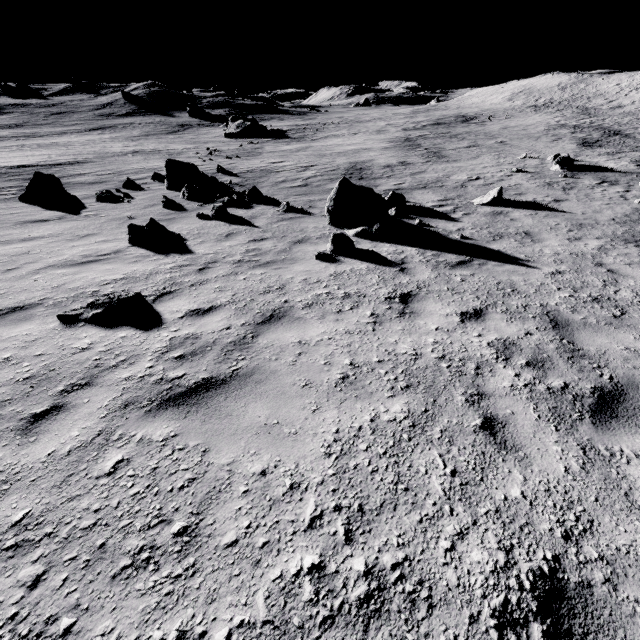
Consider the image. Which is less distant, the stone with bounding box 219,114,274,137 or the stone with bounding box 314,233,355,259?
the stone with bounding box 314,233,355,259

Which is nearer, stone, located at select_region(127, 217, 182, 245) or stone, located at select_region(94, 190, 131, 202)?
stone, located at select_region(127, 217, 182, 245)

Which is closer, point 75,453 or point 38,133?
point 75,453

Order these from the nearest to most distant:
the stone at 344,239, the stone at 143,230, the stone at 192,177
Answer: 1. the stone at 344,239
2. the stone at 143,230
3. the stone at 192,177

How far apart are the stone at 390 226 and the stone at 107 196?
9.1 meters

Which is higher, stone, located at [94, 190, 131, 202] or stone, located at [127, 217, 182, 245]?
stone, located at [127, 217, 182, 245]

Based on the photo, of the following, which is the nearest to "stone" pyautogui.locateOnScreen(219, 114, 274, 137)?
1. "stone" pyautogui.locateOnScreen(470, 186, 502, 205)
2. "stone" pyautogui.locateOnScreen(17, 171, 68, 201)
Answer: "stone" pyautogui.locateOnScreen(17, 171, 68, 201)

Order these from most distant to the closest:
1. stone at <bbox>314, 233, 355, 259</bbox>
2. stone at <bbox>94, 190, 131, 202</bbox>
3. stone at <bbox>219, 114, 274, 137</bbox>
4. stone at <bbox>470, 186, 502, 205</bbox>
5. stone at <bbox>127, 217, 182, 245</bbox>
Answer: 1. stone at <bbox>219, 114, 274, 137</bbox>
2. stone at <bbox>94, 190, 131, 202</bbox>
3. stone at <bbox>470, 186, 502, 205</bbox>
4. stone at <bbox>127, 217, 182, 245</bbox>
5. stone at <bbox>314, 233, 355, 259</bbox>
